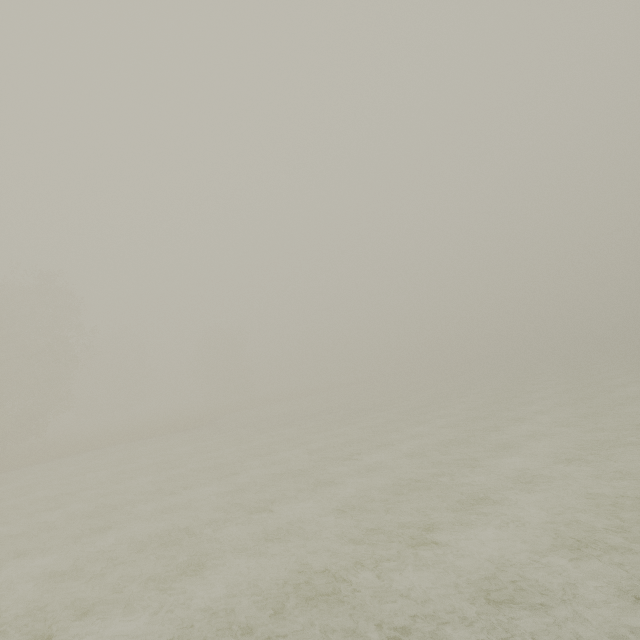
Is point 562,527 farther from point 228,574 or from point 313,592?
point 228,574
